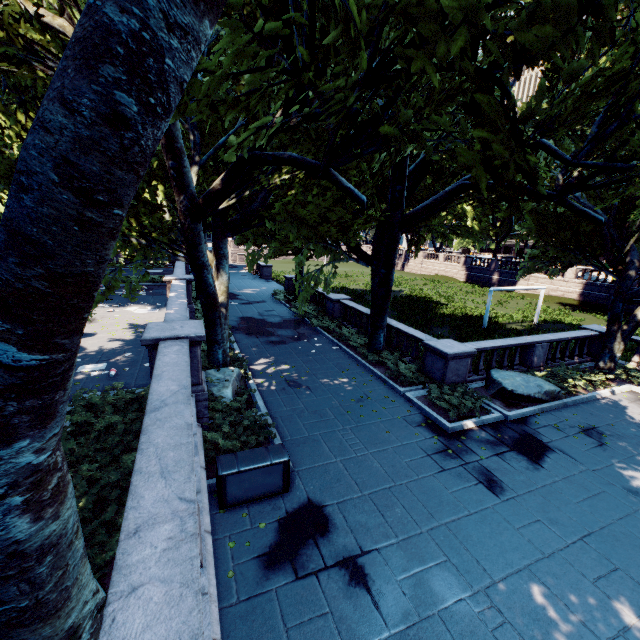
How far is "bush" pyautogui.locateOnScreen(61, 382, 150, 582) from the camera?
4.15m

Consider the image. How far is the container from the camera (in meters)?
6.72

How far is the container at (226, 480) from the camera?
6.7m

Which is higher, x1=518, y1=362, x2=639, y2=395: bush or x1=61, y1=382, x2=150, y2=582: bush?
x1=61, y1=382, x2=150, y2=582: bush

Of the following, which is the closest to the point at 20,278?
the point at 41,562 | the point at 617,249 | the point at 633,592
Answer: the point at 41,562

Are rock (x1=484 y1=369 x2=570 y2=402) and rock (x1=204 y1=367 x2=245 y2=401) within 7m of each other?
no

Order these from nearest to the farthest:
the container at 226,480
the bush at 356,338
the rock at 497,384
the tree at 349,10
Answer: the tree at 349,10 → the container at 226,480 → the rock at 497,384 → the bush at 356,338

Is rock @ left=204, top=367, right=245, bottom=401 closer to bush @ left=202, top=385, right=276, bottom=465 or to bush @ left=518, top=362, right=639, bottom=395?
bush @ left=202, top=385, right=276, bottom=465
